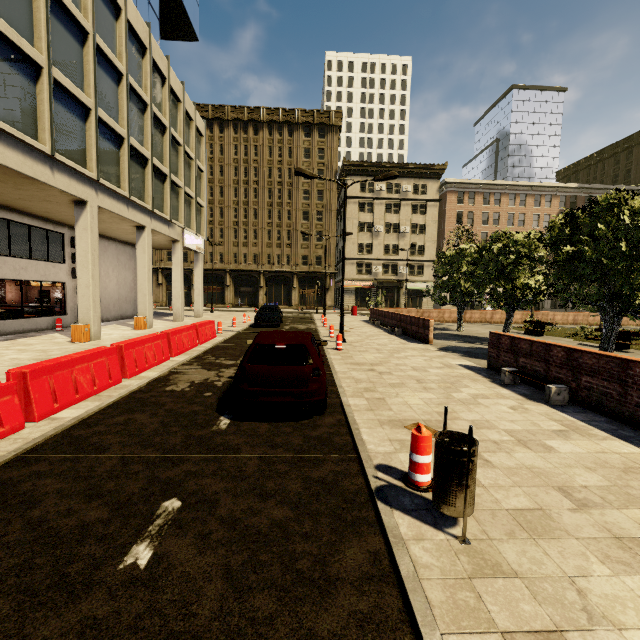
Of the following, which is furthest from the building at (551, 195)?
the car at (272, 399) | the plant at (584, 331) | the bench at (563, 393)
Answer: the plant at (584, 331)

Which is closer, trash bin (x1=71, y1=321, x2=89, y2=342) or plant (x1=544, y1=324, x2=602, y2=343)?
trash bin (x1=71, y1=321, x2=89, y2=342)

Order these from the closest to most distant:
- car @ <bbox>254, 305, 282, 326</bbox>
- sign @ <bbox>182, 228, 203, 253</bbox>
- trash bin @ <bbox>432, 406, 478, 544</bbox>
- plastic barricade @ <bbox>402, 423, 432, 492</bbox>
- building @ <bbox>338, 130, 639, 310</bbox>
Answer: trash bin @ <bbox>432, 406, 478, 544</bbox>, plastic barricade @ <bbox>402, 423, 432, 492</bbox>, car @ <bbox>254, 305, 282, 326</bbox>, sign @ <bbox>182, 228, 203, 253</bbox>, building @ <bbox>338, 130, 639, 310</bbox>

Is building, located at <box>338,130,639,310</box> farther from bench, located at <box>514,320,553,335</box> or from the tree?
bench, located at <box>514,320,553,335</box>

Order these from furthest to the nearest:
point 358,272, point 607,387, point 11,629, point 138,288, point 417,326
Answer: point 358,272 < point 138,288 < point 417,326 < point 607,387 < point 11,629

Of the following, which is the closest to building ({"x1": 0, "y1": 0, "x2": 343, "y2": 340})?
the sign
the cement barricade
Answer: the sign

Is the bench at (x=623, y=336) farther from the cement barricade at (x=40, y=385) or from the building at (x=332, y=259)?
the building at (x=332, y=259)

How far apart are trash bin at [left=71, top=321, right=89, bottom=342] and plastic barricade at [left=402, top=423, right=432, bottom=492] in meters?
14.7 m
